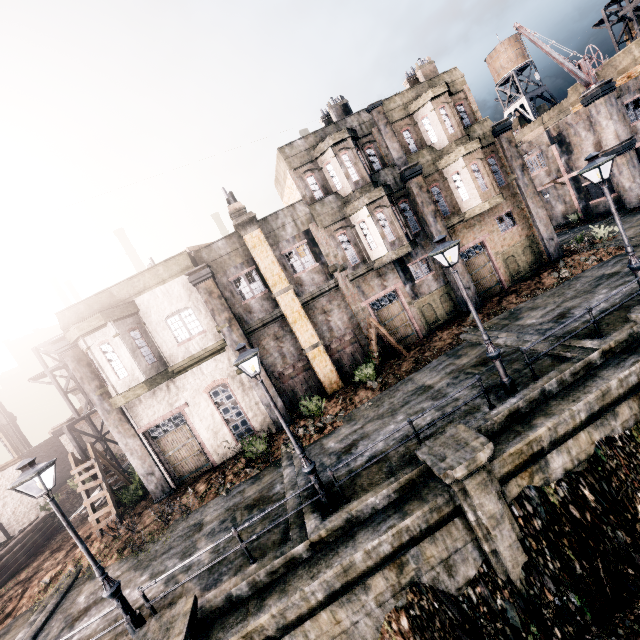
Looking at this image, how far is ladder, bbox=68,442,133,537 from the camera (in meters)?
16.00

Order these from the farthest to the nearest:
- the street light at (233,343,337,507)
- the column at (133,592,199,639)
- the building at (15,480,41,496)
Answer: the building at (15,480,41,496) → the street light at (233,343,337,507) → the column at (133,592,199,639)

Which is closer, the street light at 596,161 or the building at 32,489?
the street light at 596,161

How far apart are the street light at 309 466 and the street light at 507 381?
6.7m

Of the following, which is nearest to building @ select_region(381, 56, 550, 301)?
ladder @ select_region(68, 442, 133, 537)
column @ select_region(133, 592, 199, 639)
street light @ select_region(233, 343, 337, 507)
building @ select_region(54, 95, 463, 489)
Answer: building @ select_region(54, 95, 463, 489)

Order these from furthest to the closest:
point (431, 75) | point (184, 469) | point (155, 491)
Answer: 1. point (431, 75)
2. point (184, 469)
3. point (155, 491)

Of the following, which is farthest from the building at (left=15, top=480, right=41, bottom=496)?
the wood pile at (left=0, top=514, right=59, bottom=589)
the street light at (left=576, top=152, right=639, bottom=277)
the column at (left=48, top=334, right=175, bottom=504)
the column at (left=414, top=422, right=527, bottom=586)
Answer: the street light at (left=576, top=152, right=639, bottom=277)

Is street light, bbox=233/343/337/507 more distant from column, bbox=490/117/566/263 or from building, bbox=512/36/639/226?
building, bbox=512/36/639/226
